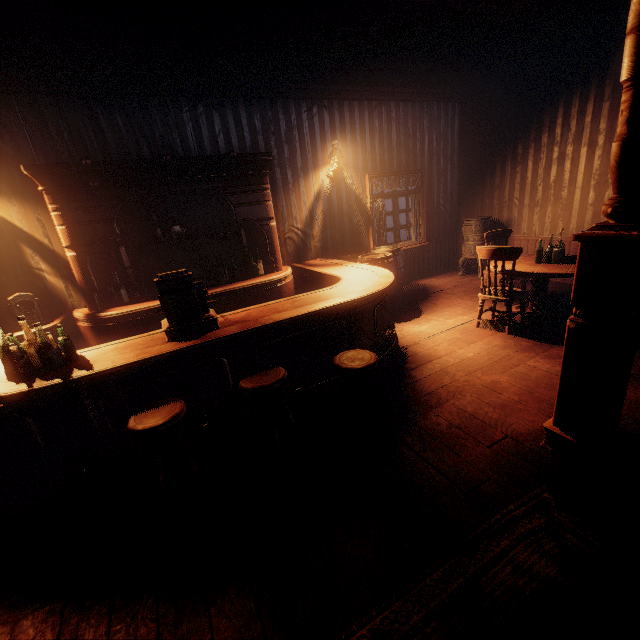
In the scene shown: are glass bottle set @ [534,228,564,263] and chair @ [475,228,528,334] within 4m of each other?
yes

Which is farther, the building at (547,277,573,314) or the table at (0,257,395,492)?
the building at (547,277,573,314)

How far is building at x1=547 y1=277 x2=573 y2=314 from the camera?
5.1m

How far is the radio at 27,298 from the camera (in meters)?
3.98

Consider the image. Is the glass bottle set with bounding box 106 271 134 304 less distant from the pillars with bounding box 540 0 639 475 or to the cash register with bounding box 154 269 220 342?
the cash register with bounding box 154 269 220 342

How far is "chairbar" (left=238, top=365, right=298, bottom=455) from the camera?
2.62m

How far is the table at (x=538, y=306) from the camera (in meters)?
4.23

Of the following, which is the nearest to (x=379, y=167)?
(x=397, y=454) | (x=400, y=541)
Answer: (x=397, y=454)
